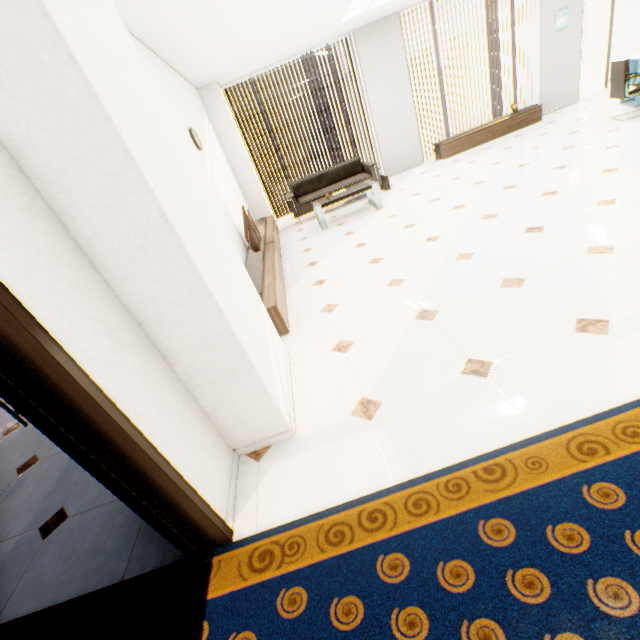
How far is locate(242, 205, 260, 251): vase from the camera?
4.73m

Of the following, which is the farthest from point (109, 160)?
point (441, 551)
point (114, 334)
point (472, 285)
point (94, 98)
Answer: point (472, 285)

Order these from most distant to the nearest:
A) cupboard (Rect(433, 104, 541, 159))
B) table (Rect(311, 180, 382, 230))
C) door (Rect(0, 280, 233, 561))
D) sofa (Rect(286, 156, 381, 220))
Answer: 1. cupboard (Rect(433, 104, 541, 159))
2. sofa (Rect(286, 156, 381, 220))
3. table (Rect(311, 180, 382, 230))
4. door (Rect(0, 280, 233, 561))

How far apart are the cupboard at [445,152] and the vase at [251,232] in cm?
524

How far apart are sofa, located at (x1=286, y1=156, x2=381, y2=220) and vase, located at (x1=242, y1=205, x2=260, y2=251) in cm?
198

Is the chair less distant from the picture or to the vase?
the picture

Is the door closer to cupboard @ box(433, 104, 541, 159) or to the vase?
the vase

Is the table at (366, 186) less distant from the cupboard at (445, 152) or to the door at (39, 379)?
the cupboard at (445, 152)
